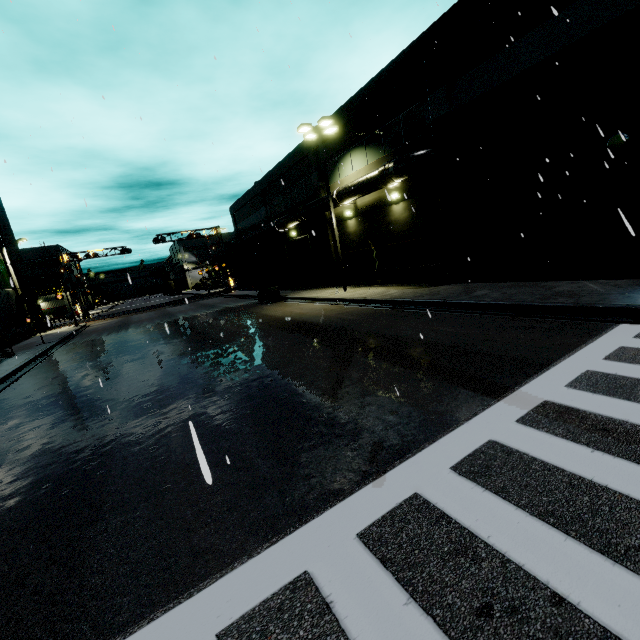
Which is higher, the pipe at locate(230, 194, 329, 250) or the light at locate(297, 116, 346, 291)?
the light at locate(297, 116, 346, 291)

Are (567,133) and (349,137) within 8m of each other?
no

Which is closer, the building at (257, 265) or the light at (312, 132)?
the light at (312, 132)

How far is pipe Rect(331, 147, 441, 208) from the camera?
14.6 meters

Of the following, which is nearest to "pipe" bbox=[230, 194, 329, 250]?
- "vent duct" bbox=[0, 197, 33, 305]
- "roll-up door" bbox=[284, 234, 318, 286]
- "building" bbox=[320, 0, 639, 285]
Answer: "building" bbox=[320, 0, 639, 285]

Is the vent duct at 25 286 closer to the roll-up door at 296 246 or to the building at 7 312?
the building at 7 312

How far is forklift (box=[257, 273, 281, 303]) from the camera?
23.86m

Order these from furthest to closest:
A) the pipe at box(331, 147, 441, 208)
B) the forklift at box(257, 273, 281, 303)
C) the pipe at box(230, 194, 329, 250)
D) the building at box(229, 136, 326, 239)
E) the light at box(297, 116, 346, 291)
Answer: the forklift at box(257, 273, 281, 303), the building at box(229, 136, 326, 239), the pipe at box(230, 194, 329, 250), the light at box(297, 116, 346, 291), the pipe at box(331, 147, 441, 208)
